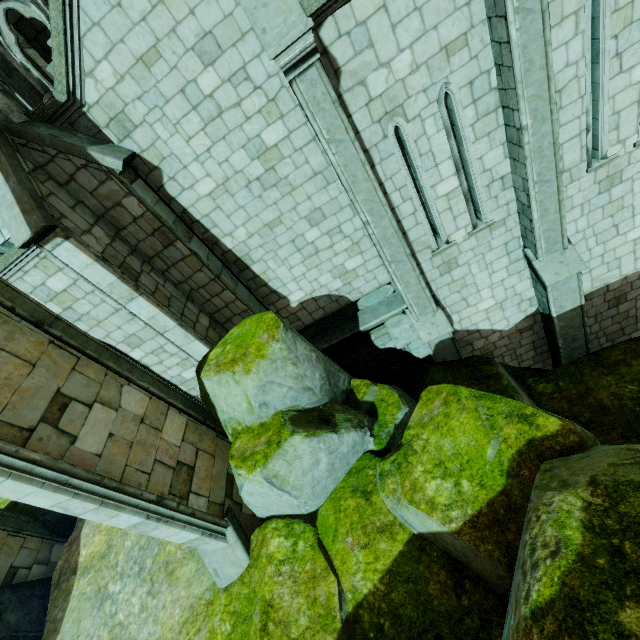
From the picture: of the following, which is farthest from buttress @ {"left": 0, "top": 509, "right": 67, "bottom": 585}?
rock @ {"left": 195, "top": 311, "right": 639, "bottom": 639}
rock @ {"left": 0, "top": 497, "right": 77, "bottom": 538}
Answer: rock @ {"left": 195, "top": 311, "right": 639, "bottom": 639}

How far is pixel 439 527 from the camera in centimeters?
434cm

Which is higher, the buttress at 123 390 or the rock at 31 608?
the buttress at 123 390

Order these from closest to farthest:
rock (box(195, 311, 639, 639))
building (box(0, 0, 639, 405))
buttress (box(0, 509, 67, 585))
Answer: rock (box(195, 311, 639, 639)) < building (box(0, 0, 639, 405)) < buttress (box(0, 509, 67, 585))

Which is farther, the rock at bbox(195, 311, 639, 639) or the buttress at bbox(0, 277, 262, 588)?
the buttress at bbox(0, 277, 262, 588)

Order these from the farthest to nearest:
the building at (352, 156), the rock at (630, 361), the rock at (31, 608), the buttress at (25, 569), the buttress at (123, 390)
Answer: the buttress at (25, 569), the rock at (31, 608), the building at (352, 156), the buttress at (123, 390), the rock at (630, 361)

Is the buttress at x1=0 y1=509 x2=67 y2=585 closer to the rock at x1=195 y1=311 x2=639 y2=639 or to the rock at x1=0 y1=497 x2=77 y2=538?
the rock at x1=0 y1=497 x2=77 y2=538

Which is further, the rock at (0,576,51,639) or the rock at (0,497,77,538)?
the rock at (0,497,77,538)
